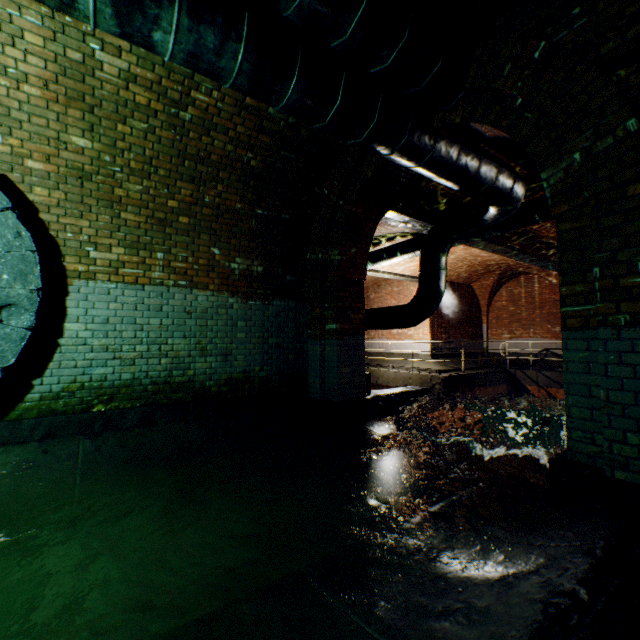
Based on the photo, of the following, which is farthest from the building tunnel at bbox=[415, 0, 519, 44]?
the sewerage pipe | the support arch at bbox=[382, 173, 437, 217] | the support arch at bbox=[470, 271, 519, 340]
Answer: the support arch at bbox=[470, 271, 519, 340]

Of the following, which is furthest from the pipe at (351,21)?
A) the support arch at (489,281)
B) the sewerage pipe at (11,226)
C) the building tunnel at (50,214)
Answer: the support arch at (489,281)

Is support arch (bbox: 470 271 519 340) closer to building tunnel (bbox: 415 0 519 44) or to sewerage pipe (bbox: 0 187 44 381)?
building tunnel (bbox: 415 0 519 44)

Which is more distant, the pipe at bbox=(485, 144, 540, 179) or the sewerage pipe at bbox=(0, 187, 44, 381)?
the pipe at bbox=(485, 144, 540, 179)

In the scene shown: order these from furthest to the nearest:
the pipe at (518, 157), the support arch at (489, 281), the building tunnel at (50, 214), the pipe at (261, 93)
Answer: the support arch at (489, 281)
the pipe at (518, 157)
the pipe at (261, 93)
the building tunnel at (50, 214)

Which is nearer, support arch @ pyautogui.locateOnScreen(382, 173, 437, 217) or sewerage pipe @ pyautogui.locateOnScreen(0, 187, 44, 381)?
sewerage pipe @ pyautogui.locateOnScreen(0, 187, 44, 381)

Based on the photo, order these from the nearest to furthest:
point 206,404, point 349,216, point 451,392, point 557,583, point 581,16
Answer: point 557,583, point 581,16, point 206,404, point 349,216, point 451,392

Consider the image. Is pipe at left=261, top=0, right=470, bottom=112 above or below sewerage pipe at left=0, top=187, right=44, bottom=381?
above
